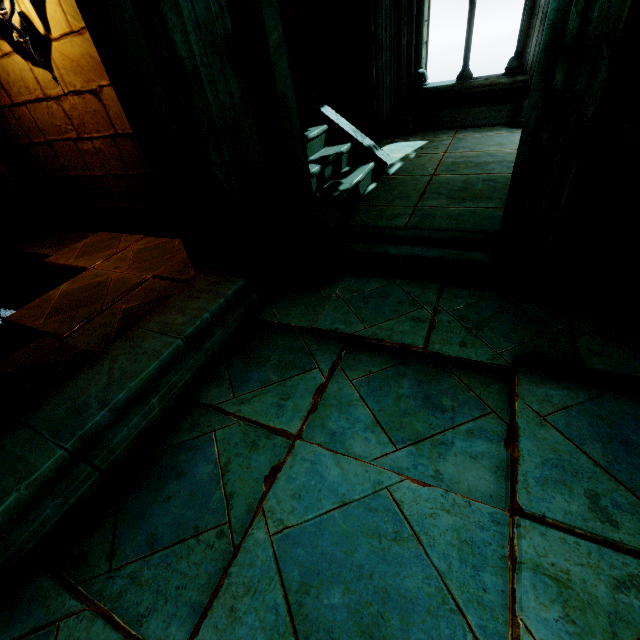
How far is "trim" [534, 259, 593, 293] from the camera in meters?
2.2 m

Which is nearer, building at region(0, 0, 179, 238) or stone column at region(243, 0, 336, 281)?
stone column at region(243, 0, 336, 281)

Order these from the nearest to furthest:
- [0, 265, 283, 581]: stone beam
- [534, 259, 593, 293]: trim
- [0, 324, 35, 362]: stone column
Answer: [0, 265, 283, 581]: stone beam
[534, 259, 593, 293]: trim
[0, 324, 35, 362]: stone column

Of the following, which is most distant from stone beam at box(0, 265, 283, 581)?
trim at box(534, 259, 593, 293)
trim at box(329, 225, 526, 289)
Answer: trim at box(534, 259, 593, 293)

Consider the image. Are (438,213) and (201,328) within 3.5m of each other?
yes

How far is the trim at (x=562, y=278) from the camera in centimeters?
222cm

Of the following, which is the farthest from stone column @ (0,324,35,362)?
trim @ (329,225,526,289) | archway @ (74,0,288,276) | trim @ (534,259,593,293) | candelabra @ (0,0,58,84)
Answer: trim @ (534,259,593,293)

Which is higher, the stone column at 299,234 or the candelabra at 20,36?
the candelabra at 20,36
